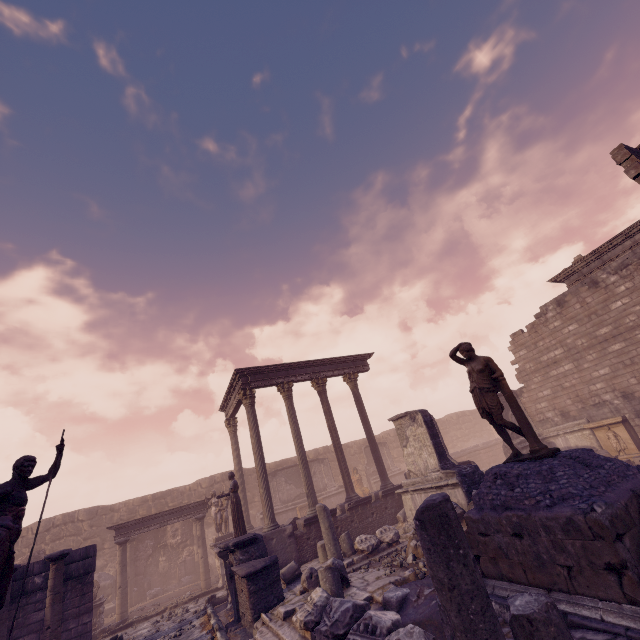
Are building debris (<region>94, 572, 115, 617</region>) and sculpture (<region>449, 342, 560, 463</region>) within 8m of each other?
no

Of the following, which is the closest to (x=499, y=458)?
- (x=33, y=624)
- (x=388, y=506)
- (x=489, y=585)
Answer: (x=388, y=506)

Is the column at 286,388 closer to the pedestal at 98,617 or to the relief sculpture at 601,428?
the pedestal at 98,617

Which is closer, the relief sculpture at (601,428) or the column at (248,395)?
the column at (248,395)

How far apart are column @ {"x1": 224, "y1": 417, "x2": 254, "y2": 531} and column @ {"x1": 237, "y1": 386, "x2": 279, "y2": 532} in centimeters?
422cm

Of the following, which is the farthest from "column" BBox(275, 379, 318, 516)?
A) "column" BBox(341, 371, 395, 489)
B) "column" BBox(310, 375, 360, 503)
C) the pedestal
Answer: the pedestal

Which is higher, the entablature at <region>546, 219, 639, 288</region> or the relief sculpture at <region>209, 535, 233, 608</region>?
the entablature at <region>546, 219, 639, 288</region>

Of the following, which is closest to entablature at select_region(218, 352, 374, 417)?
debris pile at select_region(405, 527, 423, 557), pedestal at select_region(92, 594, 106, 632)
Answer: debris pile at select_region(405, 527, 423, 557)
